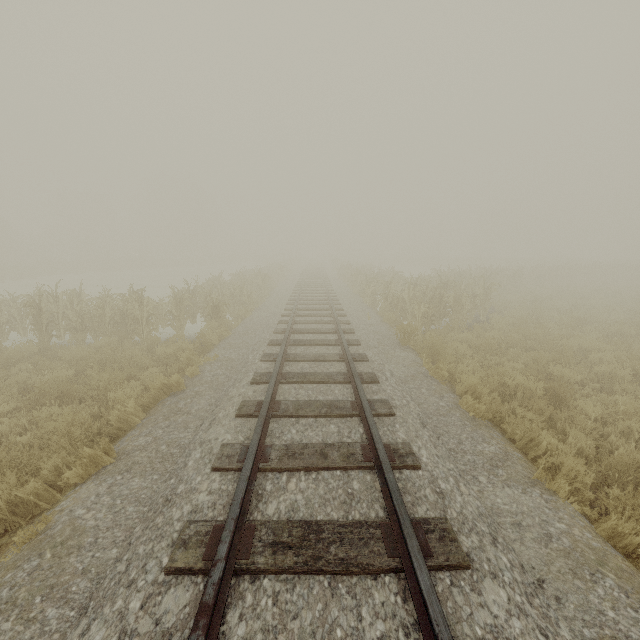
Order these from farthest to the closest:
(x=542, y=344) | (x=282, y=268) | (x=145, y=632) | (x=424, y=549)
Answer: (x=282, y=268) → (x=542, y=344) → (x=424, y=549) → (x=145, y=632)
